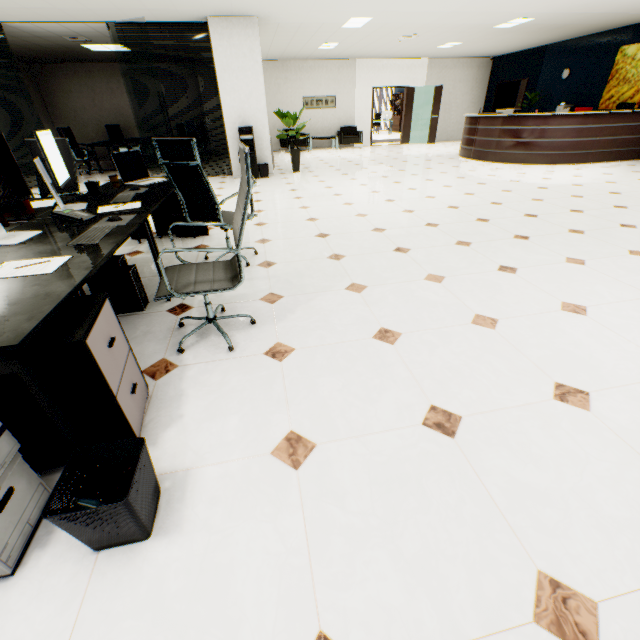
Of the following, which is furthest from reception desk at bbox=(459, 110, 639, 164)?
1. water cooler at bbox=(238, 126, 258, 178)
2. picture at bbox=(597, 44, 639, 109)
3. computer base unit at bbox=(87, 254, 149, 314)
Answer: computer base unit at bbox=(87, 254, 149, 314)

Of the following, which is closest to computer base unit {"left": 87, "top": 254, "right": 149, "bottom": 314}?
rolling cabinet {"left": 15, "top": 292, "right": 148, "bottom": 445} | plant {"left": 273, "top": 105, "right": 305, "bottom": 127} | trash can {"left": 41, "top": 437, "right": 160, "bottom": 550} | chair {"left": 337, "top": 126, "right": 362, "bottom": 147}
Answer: rolling cabinet {"left": 15, "top": 292, "right": 148, "bottom": 445}

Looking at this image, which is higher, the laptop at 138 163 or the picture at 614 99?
the picture at 614 99

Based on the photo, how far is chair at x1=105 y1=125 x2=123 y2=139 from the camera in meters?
11.4

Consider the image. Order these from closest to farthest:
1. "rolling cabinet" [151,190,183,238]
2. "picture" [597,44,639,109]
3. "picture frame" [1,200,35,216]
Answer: "picture frame" [1,200,35,216]
"rolling cabinet" [151,190,183,238]
"picture" [597,44,639,109]

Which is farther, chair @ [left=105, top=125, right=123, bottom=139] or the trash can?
chair @ [left=105, top=125, right=123, bottom=139]

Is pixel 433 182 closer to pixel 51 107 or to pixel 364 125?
pixel 364 125

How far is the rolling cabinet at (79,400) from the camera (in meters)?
1.17
